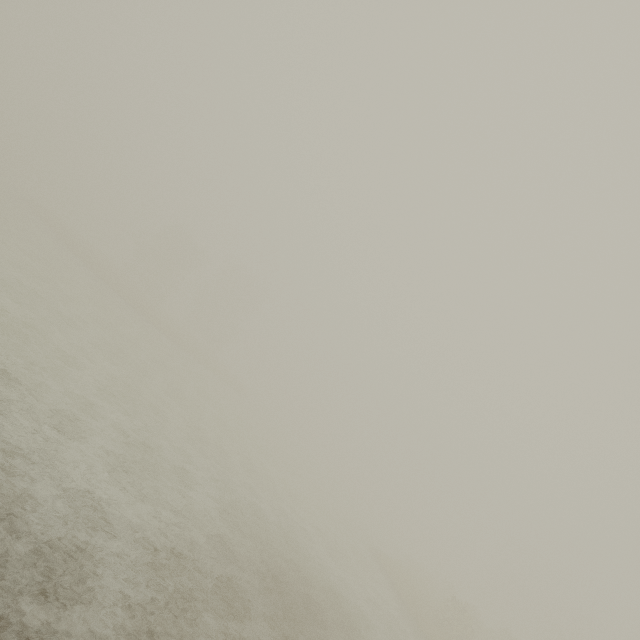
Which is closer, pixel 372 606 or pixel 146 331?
pixel 372 606
